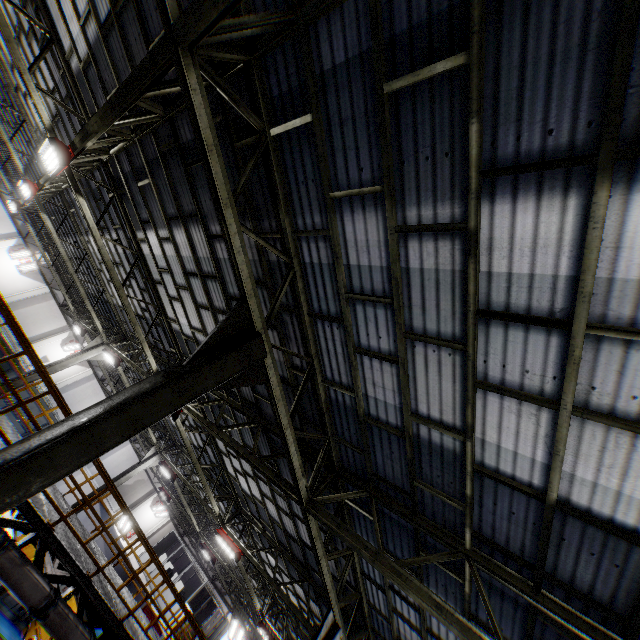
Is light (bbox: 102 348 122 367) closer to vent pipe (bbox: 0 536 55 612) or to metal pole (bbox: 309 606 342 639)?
vent pipe (bbox: 0 536 55 612)

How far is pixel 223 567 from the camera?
20.3m

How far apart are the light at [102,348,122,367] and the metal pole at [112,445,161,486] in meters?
6.6

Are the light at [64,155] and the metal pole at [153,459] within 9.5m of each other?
no

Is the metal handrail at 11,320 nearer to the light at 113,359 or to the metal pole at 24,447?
the metal pole at 24,447

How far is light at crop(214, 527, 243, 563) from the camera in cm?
1330

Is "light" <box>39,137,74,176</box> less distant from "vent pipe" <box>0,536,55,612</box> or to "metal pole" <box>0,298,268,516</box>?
"vent pipe" <box>0,536,55,612</box>

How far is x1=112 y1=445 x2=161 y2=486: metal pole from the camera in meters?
18.3
